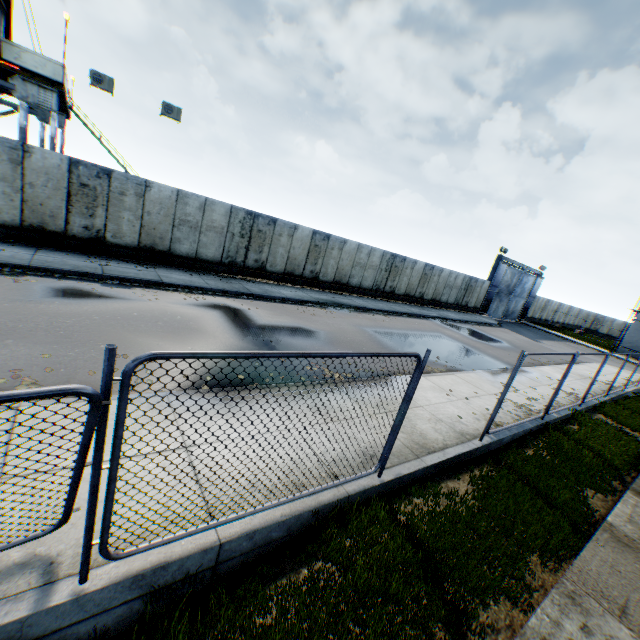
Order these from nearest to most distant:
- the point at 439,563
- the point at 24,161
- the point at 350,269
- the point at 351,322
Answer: the point at 439,563
the point at 24,161
the point at 351,322
the point at 350,269

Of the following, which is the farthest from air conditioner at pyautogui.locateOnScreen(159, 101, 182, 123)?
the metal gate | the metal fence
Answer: the metal gate

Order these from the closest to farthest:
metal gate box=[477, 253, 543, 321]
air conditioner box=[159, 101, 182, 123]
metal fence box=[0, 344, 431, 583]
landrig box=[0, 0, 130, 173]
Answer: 1. metal fence box=[0, 344, 431, 583]
2. landrig box=[0, 0, 130, 173]
3. air conditioner box=[159, 101, 182, 123]
4. metal gate box=[477, 253, 543, 321]

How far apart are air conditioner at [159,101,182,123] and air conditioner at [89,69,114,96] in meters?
1.8

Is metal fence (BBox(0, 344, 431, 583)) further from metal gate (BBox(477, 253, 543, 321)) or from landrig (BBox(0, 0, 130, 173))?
metal gate (BBox(477, 253, 543, 321))

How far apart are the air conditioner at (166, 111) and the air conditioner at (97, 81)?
1.8m

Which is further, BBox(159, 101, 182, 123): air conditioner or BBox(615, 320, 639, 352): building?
BBox(615, 320, 639, 352): building

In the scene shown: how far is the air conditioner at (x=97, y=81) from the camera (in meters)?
13.38
